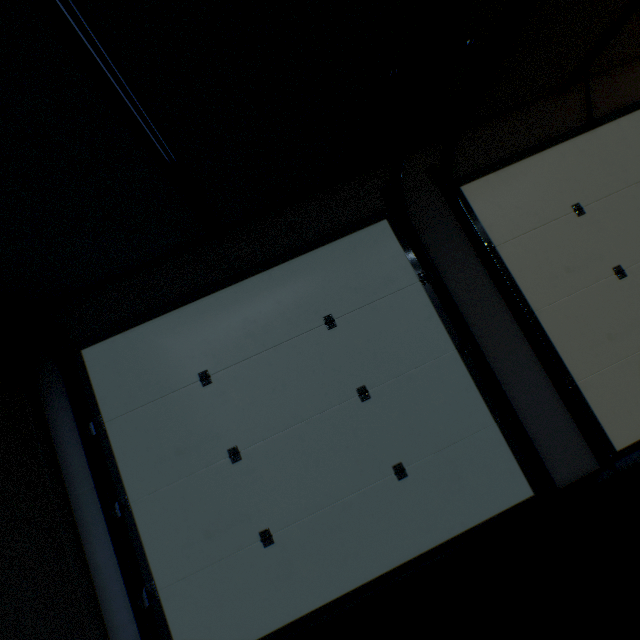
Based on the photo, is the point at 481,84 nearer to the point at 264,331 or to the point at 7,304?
the point at 264,331
